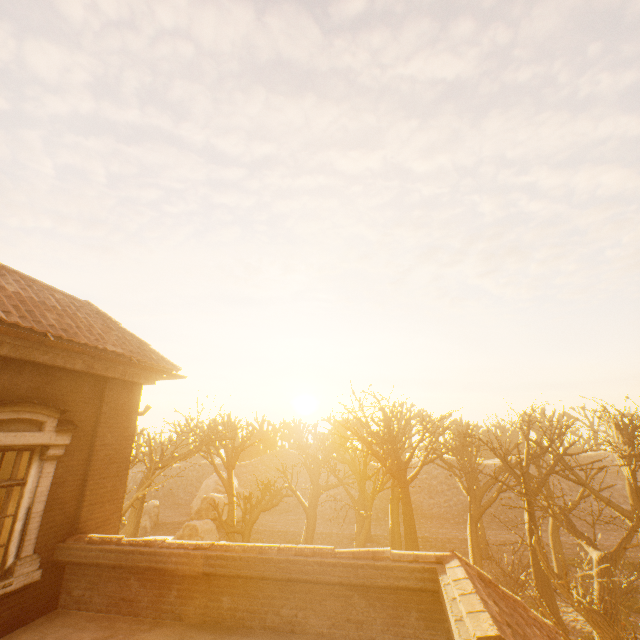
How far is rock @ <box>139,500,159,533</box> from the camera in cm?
3314

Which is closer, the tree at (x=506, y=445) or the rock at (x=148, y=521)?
the tree at (x=506, y=445)

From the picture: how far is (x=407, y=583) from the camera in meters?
4.6 m

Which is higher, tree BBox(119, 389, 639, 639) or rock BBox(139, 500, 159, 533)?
tree BBox(119, 389, 639, 639)

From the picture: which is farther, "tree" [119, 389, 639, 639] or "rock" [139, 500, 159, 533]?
"rock" [139, 500, 159, 533]

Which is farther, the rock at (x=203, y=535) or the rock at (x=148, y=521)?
the rock at (x=148, y=521)

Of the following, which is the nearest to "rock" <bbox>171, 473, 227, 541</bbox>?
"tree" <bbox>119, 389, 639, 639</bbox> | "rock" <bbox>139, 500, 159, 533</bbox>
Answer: "rock" <bbox>139, 500, 159, 533</bbox>
